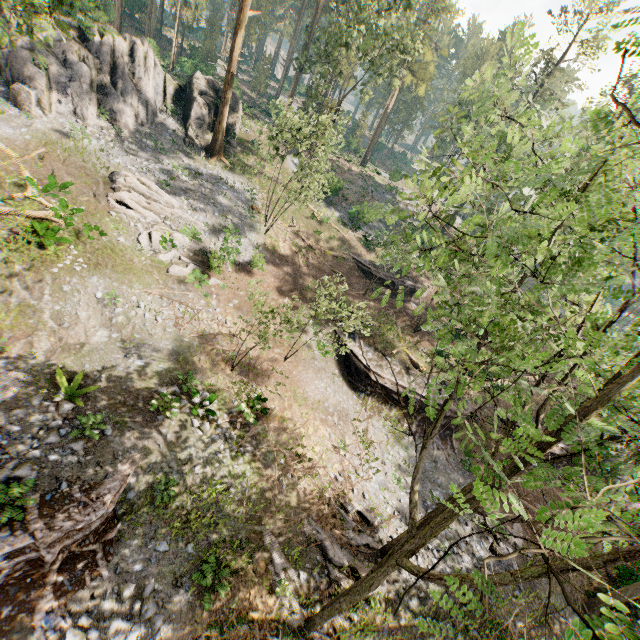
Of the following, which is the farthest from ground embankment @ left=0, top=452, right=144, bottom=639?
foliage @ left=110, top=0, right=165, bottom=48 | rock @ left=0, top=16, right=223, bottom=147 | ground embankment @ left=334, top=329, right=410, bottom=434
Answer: rock @ left=0, top=16, right=223, bottom=147

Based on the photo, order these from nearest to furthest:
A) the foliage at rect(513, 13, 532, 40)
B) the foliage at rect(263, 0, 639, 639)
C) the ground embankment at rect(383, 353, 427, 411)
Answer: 1. the foliage at rect(263, 0, 639, 639)
2. the foliage at rect(513, 13, 532, 40)
3. the ground embankment at rect(383, 353, 427, 411)

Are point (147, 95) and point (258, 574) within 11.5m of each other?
no

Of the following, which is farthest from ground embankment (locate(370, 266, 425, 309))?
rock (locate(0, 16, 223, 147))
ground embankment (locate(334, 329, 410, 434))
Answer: rock (locate(0, 16, 223, 147))

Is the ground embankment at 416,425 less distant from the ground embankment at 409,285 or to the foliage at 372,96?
the foliage at 372,96

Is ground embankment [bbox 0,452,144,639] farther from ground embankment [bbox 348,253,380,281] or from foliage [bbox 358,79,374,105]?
ground embankment [bbox 348,253,380,281]

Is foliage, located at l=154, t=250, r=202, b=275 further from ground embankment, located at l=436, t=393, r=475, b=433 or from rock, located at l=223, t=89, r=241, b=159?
ground embankment, located at l=436, t=393, r=475, b=433

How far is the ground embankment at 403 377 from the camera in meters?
22.1 m
